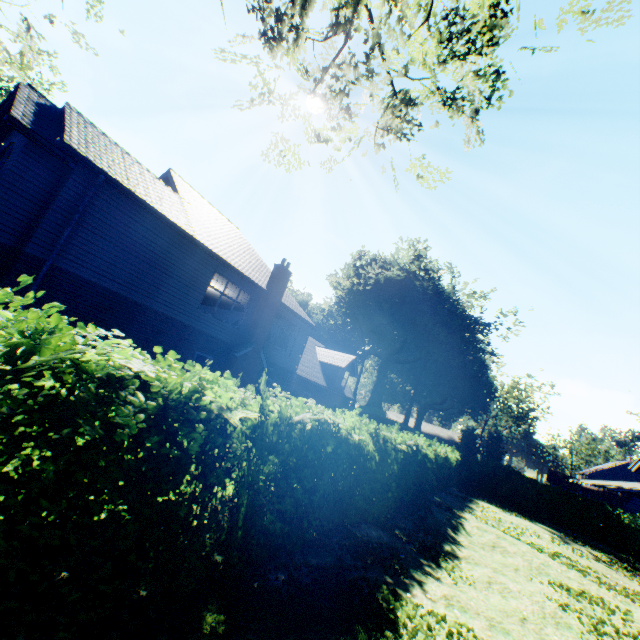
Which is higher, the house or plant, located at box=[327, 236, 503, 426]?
plant, located at box=[327, 236, 503, 426]

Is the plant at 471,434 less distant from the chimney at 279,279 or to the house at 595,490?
the house at 595,490

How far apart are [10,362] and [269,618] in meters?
3.8

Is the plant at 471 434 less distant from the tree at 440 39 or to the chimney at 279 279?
the chimney at 279 279

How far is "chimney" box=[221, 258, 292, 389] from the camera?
16.4m

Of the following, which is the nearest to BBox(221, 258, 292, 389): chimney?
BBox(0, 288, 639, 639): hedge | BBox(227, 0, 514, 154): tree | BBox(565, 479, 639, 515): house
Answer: BBox(0, 288, 639, 639): hedge

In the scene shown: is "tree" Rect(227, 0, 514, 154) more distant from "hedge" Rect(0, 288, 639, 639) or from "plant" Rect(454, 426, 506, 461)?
"plant" Rect(454, 426, 506, 461)

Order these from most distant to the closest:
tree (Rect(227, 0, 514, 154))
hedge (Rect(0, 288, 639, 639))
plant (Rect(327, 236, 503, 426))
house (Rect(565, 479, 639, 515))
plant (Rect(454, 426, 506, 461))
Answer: plant (Rect(327, 236, 503, 426)) < plant (Rect(454, 426, 506, 461)) < house (Rect(565, 479, 639, 515)) < tree (Rect(227, 0, 514, 154)) < hedge (Rect(0, 288, 639, 639))
